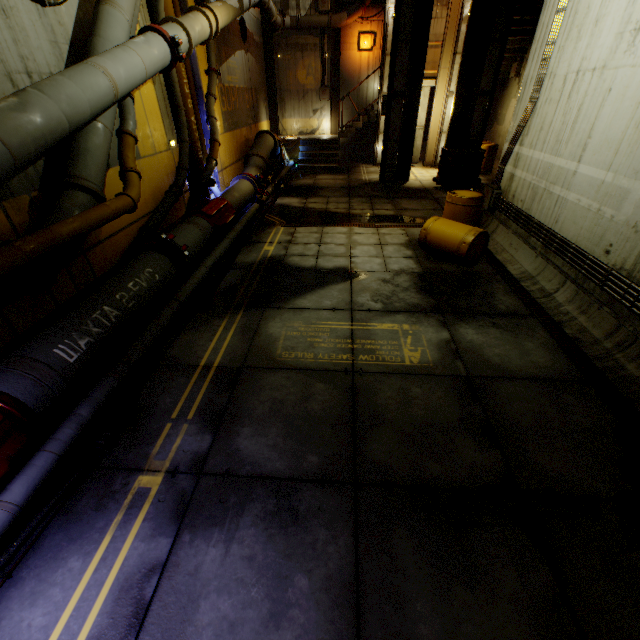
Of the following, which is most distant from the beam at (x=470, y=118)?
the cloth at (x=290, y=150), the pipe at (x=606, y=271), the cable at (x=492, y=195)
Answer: the pipe at (x=606, y=271)

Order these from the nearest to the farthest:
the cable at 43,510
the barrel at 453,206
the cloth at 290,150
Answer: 1. the cable at 43,510
2. the barrel at 453,206
3. the cloth at 290,150

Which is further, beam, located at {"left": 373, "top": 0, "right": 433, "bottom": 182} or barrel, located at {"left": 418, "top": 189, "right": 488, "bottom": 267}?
beam, located at {"left": 373, "top": 0, "right": 433, "bottom": 182}

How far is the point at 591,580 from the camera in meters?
2.4 m

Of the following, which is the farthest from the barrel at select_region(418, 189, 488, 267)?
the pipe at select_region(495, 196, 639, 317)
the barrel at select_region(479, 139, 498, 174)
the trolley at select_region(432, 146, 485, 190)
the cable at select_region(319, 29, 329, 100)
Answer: the cable at select_region(319, 29, 329, 100)

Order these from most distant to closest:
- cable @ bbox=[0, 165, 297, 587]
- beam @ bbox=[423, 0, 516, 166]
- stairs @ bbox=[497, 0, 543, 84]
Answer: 1. stairs @ bbox=[497, 0, 543, 84]
2. beam @ bbox=[423, 0, 516, 166]
3. cable @ bbox=[0, 165, 297, 587]

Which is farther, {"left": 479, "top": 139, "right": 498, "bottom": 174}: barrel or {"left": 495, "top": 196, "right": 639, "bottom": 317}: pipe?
{"left": 479, "top": 139, "right": 498, "bottom": 174}: barrel

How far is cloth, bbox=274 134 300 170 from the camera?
15.4 meters
